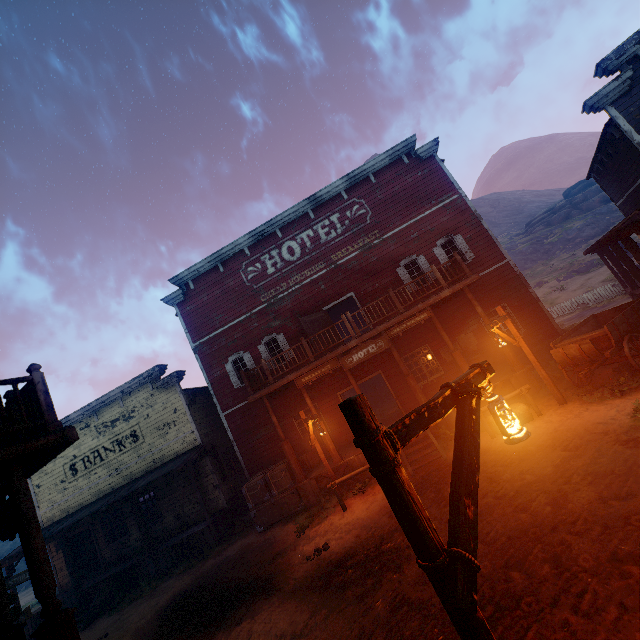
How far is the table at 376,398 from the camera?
23.7m

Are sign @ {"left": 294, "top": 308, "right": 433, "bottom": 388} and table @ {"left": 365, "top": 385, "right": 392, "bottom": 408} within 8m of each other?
no

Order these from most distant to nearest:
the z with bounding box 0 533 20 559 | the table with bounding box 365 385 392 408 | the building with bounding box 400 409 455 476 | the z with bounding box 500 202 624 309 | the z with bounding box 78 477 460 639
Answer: the z with bounding box 0 533 20 559 < the z with bounding box 500 202 624 309 < the table with bounding box 365 385 392 408 < the building with bounding box 400 409 455 476 < the z with bounding box 78 477 460 639

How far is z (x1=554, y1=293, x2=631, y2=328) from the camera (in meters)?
20.39

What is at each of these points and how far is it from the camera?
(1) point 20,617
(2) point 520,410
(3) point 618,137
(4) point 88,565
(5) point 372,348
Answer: (1) sign, 8.3m
(2) hay bale, 9.6m
(3) building, 11.4m
(4) bp, 16.9m
(5) sign, 12.3m

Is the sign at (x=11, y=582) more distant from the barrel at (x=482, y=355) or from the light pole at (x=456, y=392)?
the barrel at (x=482, y=355)

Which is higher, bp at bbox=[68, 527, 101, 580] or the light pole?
the light pole

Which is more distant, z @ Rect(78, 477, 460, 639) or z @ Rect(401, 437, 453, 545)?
z @ Rect(401, 437, 453, 545)
